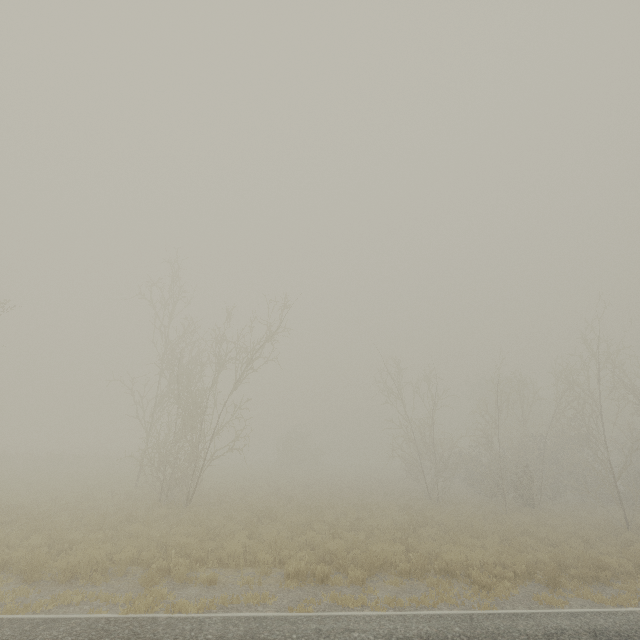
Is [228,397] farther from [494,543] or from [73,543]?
[494,543]

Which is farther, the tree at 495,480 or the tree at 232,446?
the tree at 495,480

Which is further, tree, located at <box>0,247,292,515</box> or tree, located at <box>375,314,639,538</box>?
tree, located at <box>375,314,639,538</box>
